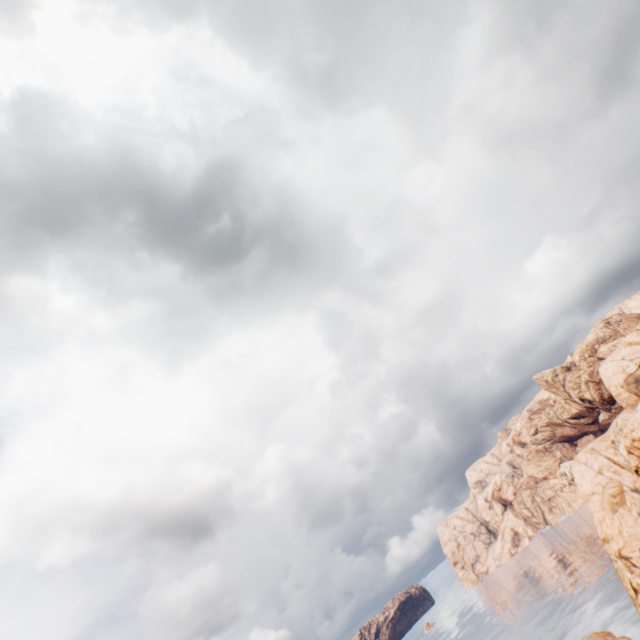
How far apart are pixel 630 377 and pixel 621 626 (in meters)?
40.10
